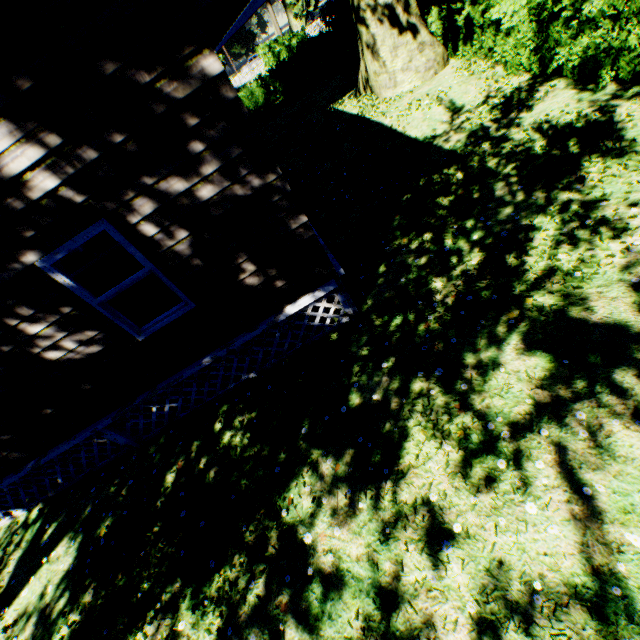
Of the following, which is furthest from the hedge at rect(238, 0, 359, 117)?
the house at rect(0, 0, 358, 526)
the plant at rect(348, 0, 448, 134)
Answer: the house at rect(0, 0, 358, 526)

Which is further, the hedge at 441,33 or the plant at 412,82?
the plant at 412,82

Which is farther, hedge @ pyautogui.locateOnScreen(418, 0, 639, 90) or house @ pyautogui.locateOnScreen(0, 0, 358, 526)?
hedge @ pyautogui.locateOnScreen(418, 0, 639, 90)

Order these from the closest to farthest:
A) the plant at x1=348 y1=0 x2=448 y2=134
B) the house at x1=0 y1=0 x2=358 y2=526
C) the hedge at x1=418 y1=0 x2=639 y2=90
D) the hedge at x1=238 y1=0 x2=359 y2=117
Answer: the house at x1=0 y1=0 x2=358 y2=526, the hedge at x1=418 y1=0 x2=639 y2=90, the plant at x1=348 y1=0 x2=448 y2=134, the hedge at x1=238 y1=0 x2=359 y2=117

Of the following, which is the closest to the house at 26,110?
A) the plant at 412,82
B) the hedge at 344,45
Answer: the plant at 412,82

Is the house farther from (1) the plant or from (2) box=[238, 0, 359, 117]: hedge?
(2) box=[238, 0, 359, 117]: hedge

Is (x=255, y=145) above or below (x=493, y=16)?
above
